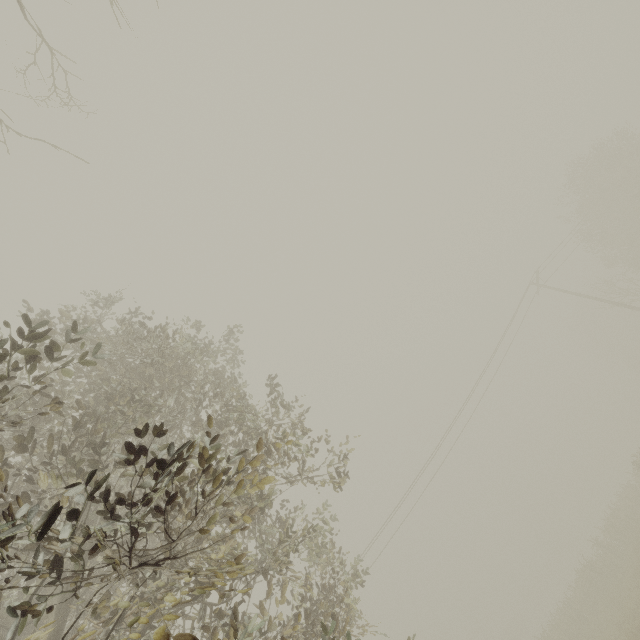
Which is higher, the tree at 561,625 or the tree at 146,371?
the tree at 146,371

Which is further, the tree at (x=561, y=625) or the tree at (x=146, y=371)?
the tree at (x=561, y=625)

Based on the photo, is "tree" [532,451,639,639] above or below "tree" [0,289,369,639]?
below

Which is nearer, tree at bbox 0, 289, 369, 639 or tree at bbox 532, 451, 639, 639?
tree at bbox 0, 289, 369, 639

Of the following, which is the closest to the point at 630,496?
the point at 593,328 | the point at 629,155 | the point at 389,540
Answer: the point at 389,540
